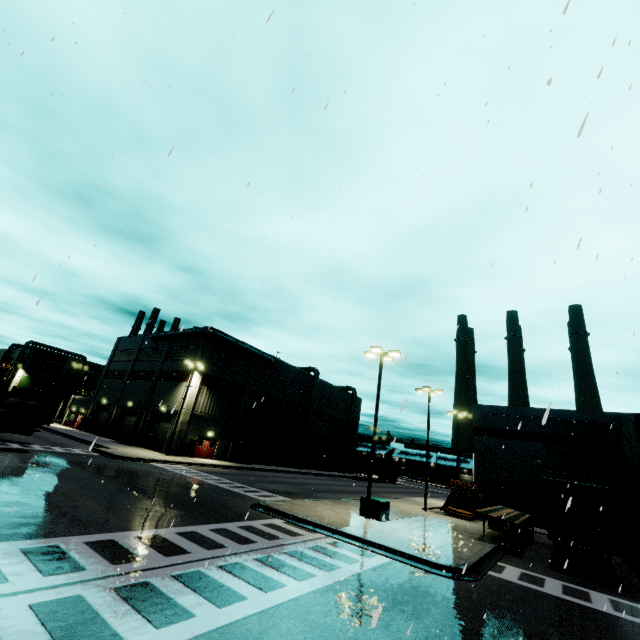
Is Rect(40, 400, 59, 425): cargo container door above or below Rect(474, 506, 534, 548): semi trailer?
above

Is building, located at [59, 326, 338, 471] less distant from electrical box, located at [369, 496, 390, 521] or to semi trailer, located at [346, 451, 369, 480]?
semi trailer, located at [346, 451, 369, 480]

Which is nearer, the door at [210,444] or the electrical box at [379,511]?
the electrical box at [379,511]

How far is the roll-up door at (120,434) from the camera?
41.22m

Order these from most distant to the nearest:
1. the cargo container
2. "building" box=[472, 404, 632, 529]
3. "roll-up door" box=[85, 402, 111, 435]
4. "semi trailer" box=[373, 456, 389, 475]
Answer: "semi trailer" box=[373, 456, 389, 475]
"roll-up door" box=[85, 402, 111, 435]
"building" box=[472, 404, 632, 529]
the cargo container

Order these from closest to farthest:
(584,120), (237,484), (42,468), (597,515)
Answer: (584,120) < (597,515) < (42,468) < (237,484)

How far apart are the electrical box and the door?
24.2m

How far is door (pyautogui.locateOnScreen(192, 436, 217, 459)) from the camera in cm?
3688
